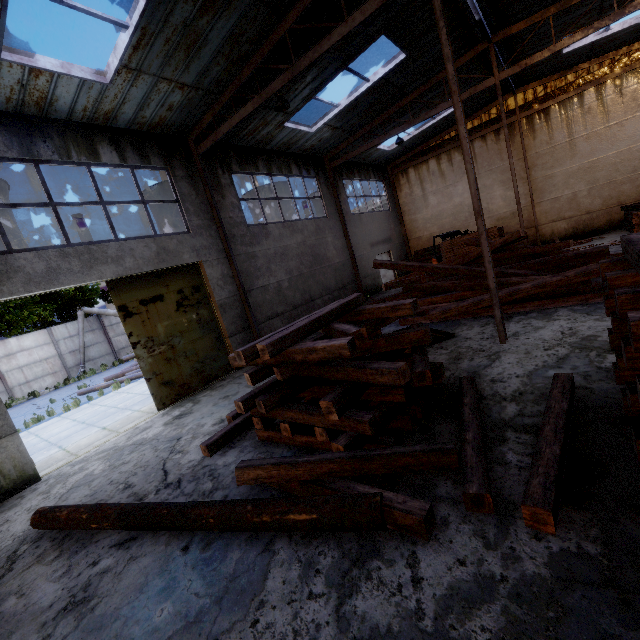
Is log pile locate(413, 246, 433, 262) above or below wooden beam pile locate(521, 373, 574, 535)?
above

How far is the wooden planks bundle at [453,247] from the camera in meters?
15.0 m

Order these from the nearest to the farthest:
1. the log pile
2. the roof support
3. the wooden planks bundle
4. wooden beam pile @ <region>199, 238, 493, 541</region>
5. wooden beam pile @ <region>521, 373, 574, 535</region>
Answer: wooden beam pile @ <region>521, 373, 574, 535</region>, wooden beam pile @ <region>199, 238, 493, 541</region>, the roof support, the wooden planks bundle, the log pile

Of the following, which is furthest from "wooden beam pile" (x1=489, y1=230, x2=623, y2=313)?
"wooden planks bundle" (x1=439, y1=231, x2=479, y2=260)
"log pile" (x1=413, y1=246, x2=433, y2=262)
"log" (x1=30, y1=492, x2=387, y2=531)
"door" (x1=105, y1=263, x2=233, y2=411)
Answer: "log" (x1=30, y1=492, x2=387, y2=531)

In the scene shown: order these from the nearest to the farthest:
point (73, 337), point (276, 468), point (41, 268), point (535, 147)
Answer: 1. point (276, 468)
2. point (41, 268)
3. point (535, 147)
4. point (73, 337)

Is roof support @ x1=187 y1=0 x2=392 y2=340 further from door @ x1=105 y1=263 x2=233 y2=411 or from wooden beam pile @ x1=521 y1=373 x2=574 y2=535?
wooden beam pile @ x1=521 y1=373 x2=574 y2=535

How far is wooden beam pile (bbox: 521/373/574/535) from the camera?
2.8m

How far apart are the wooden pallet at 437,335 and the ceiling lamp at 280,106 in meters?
6.9
